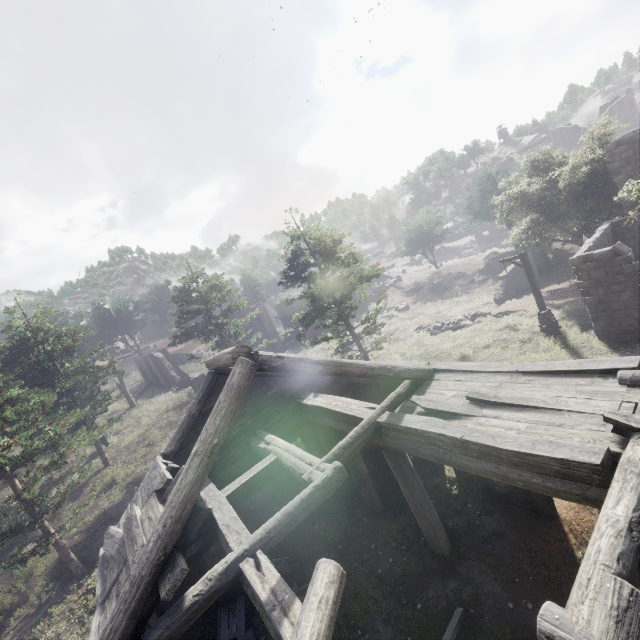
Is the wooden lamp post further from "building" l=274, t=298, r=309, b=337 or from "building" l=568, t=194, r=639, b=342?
"building" l=274, t=298, r=309, b=337

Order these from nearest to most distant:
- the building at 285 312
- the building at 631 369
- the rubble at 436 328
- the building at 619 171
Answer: the building at 631 369 < the building at 619 171 < the rubble at 436 328 < the building at 285 312

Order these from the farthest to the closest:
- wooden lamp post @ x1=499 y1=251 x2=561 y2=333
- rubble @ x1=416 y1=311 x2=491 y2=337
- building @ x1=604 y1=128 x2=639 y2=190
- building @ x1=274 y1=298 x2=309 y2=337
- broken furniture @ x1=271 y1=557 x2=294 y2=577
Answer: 1. building @ x1=274 y1=298 x2=309 y2=337
2. rubble @ x1=416 y1=311 x2=491 y2=337
3. building @ x1=604 y1=128 x2=639 y2=190
4. wooden lamp post @ x1=499 y1=251 x2=561 y2=333
5. broken furniture @ x1=271 y1=557 x2=294 y2=577

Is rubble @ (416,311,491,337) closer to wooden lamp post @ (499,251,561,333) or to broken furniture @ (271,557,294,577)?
wooden lamp post @ (499,251,561,333)

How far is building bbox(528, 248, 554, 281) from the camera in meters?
33.1 m

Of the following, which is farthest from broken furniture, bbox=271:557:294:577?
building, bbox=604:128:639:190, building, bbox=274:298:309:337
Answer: building, bbox=274:298:309:337

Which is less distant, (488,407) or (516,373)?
(488,407)

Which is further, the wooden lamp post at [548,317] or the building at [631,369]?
the wooden lamp post at [548,317]
